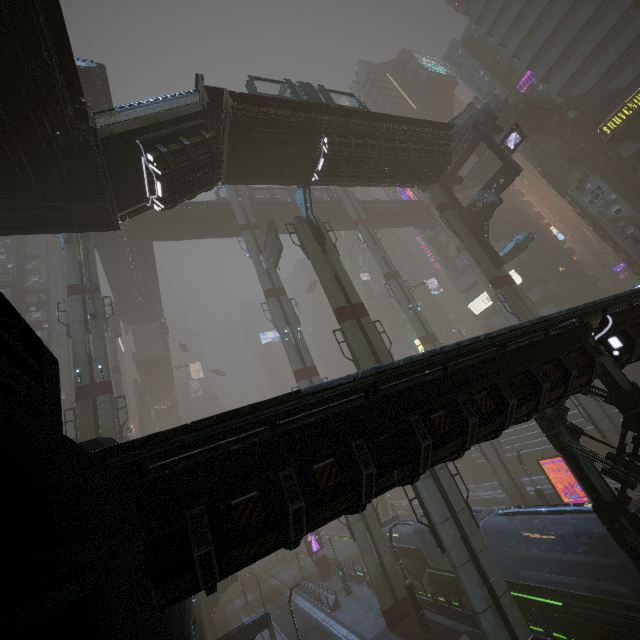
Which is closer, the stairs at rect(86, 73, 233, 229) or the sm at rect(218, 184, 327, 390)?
the stairs at rect(86, 73, 233, 229)

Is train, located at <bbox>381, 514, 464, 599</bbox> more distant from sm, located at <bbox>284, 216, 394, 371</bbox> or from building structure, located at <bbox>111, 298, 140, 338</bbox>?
building structure, located at <bbox>111, 298, 140, 338</bbox>

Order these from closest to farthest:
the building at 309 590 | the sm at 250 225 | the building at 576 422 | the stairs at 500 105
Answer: the building at 576 422
the building at 309 590
the sm at 250 225
the stairs at 500 105

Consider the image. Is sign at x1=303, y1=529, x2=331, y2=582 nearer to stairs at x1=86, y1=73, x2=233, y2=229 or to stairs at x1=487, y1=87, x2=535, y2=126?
stairs at x1=86, y1=73, x2=233, y2=229

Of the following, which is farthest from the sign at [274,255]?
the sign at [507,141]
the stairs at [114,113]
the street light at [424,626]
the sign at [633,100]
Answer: the sign at [633,100]

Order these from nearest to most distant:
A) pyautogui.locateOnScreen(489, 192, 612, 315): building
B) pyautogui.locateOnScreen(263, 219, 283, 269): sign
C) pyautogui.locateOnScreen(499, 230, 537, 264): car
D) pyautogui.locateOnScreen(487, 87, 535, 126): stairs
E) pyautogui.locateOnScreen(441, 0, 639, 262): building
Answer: pyautogui.locateOnScreen(263, 219, 283, 269): sign
pyautogui.locateOnScreen(499, 230, 537, 264): car
pyautogui.locateOnScreen(487, 87, 535, 126): stairs
pyautogui.locateOnScreen(441, 0, 639, 262): building
pyautogui.locateOnScreen(489, 192, 612, 315): building

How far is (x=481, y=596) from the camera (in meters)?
14.38

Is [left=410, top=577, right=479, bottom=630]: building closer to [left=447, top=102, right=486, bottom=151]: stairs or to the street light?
the street light
